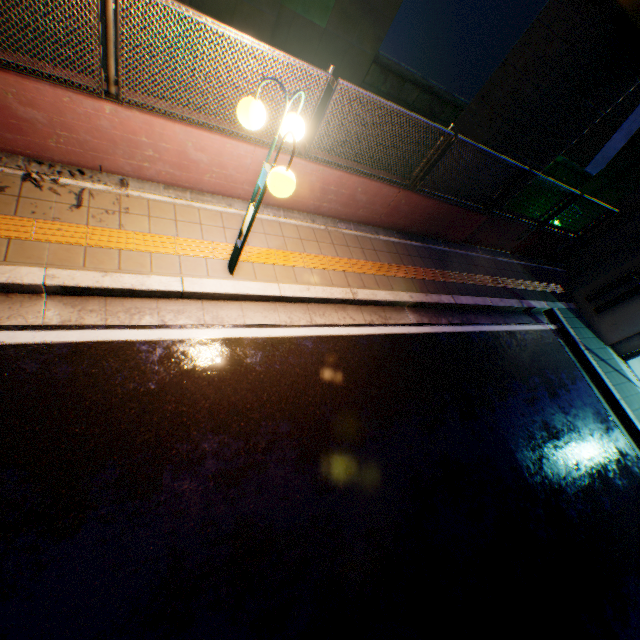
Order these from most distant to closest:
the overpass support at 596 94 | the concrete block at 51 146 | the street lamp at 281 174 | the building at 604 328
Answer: the building at 604 328 → the overpass support at 596 94 → the concrete block at 51 146 → the street lamp at 281 174

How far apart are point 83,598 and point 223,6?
16.36m

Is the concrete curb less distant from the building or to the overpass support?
the building

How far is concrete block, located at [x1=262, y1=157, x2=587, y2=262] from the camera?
5.68m

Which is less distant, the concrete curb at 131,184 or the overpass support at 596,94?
the concrete curb at 131,184

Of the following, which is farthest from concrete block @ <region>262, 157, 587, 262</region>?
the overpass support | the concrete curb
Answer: the overpass support

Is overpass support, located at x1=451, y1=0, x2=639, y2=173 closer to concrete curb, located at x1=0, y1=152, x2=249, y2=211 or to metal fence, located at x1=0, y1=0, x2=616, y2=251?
metal fence, located at x1=0, y1=0, x2=616, y2=251

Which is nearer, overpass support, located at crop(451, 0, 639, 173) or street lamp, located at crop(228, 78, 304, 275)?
street lamp, located at crop(228, 78, 304, 275)
